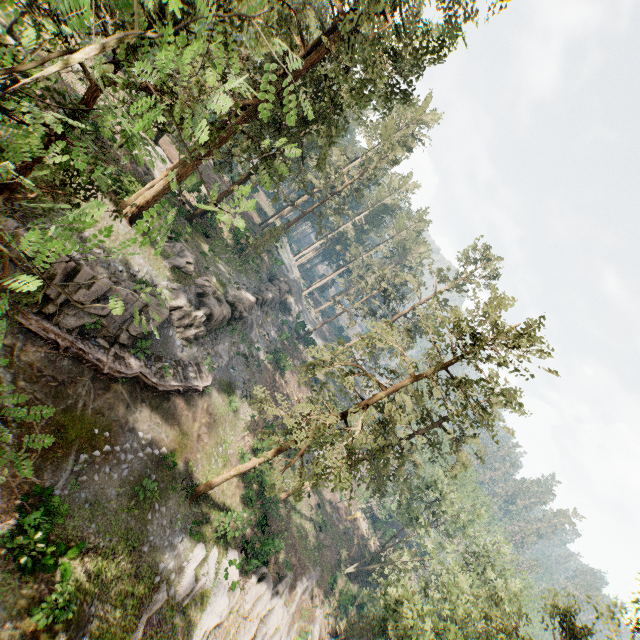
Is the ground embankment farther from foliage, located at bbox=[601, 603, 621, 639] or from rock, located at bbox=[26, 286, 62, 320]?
foliage, located at bbox=[601, 603, 621, 639]

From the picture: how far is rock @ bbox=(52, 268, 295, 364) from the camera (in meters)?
18.19

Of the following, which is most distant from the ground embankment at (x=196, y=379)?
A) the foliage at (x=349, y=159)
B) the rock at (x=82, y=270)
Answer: the foliage at (x=349, y=159)

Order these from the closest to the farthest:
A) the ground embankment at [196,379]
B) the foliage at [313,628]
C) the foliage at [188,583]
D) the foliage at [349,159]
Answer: the foliage at [349,159] < the ground embankment at [196,379] < the foliage at [188,583] < the foliage at [313,628]

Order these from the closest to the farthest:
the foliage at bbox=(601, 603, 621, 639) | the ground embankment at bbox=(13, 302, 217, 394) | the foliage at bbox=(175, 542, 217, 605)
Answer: the foliage at bbox=(601, 603, 621, 639), the ground embankment at bbox=(13, 302, 217, 394), the foliage at bbox=(175, 542, 217, 605)

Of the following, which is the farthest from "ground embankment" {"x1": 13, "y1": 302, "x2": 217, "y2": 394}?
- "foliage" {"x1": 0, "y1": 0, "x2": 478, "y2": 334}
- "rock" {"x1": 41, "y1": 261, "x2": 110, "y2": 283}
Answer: "foliage" {"x1": 0, "y1": 0, "x2": 478, "y2": 334}

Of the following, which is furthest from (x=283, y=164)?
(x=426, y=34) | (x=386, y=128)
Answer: (x=386, y=128)
